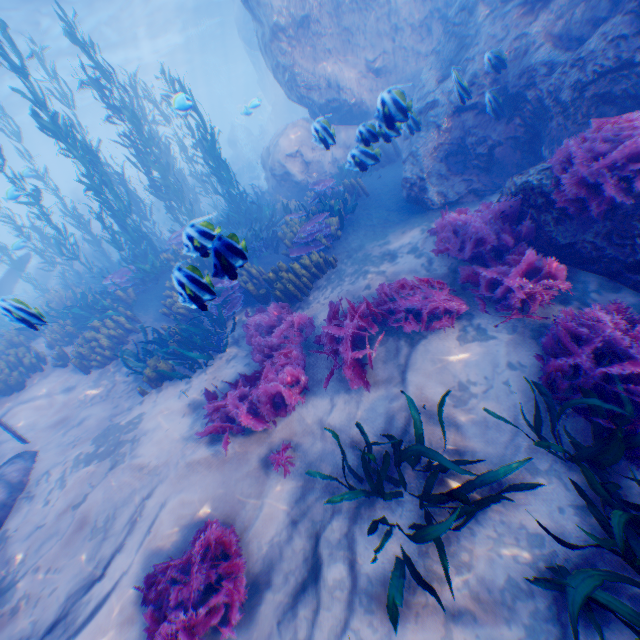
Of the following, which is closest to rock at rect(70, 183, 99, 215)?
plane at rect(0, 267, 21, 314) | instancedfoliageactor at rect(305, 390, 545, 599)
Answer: plane at rect(0, 267, 21, 314)

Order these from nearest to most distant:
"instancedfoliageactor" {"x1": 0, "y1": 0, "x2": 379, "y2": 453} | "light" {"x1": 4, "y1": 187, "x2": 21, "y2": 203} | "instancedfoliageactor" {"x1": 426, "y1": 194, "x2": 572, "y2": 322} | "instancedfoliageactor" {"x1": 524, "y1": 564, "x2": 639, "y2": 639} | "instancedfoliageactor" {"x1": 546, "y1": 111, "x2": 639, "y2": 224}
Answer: "instancedfoliageactor" {"x1": 524, "y1": 564, "x2": 639, "y2": 639}, "instancedfoliageactor" {"x1": 546, "y1": 111, "x2": 639, "y2": 224}, "instancedfoliageactor" {"x1": 426, "y1": 194, "x2": 572, "y2": 322}, "instancedfoliageactor" {"x1": 0, "y1": 0, "x2": 379, "y2": 453}, "light" {"x1": 4, "y1": 187, "x2": 21, "y2": 203}

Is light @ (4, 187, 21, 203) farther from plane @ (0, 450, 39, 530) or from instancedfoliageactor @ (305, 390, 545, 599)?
instancedfoliageactor @ (305, 390, 545, 599)

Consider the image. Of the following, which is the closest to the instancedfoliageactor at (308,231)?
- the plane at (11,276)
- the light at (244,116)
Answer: the plane at (11,276)

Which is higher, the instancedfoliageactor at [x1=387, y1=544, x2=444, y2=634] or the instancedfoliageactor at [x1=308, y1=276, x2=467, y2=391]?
the instancedfoliageactor at [x1=308, y1=276, x2=467, y2=391]

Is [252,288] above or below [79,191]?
below

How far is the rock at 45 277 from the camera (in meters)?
16.25
